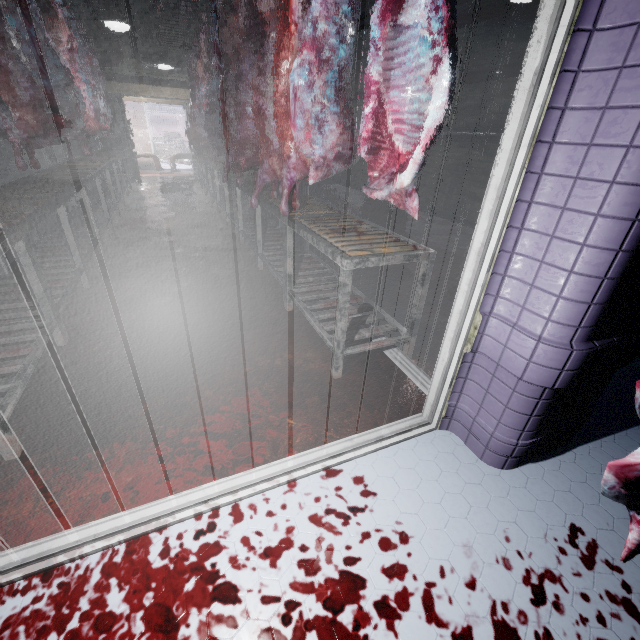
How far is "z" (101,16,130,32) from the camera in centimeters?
410cm

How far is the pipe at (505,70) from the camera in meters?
4.6

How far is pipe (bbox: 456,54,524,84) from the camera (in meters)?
4.60

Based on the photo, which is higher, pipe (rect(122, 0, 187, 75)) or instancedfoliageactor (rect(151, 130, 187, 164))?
pipe (rect(122, 0, 187, 75))

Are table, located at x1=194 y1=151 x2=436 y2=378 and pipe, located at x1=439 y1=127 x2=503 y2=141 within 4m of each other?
yes

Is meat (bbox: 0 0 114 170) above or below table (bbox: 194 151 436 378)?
above

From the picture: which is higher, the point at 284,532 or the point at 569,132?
the point at 569,132

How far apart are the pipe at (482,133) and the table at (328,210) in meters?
3.2 m
